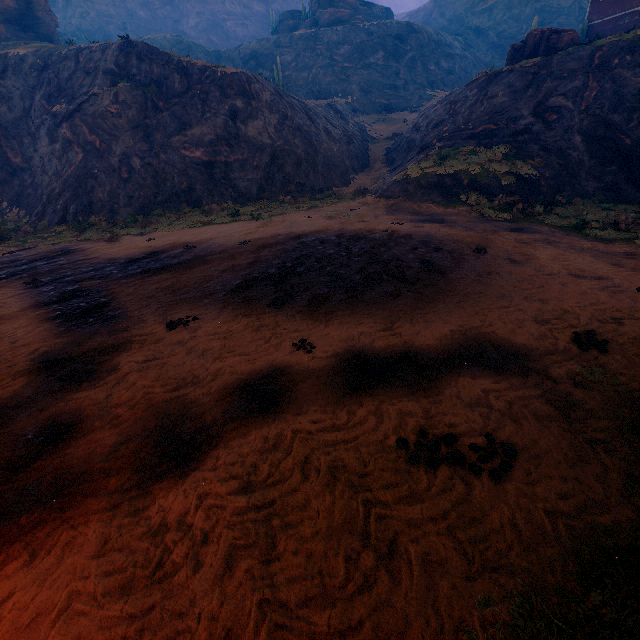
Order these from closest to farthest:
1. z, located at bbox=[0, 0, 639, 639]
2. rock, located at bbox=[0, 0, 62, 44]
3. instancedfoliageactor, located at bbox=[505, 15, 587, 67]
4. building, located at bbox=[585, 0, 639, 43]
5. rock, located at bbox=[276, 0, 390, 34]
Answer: z, located at bbox=[0, 0, 639, 639], instancedfoliageactor, located at bbox=[505, 15, 587, 67], building, located at bbox=[585, 0, 639, 43], rock, located at bbox=[0, 0, 62, 44], rock, located at bbox=[276, 0, 390, 34]

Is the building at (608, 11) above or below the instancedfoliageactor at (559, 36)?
above

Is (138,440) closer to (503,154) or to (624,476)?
(624,476)

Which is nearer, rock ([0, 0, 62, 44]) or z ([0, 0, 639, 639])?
z ([0, 0, 639, 639])

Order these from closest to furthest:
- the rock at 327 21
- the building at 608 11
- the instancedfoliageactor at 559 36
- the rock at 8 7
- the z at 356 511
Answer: the z at 356 511
the instancedfoliageactor at 559 36
the building at 608 11
the rock at 8 7
the rock at 327 21

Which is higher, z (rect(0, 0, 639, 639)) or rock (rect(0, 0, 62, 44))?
rock (rect(0, 0, 62, 44))

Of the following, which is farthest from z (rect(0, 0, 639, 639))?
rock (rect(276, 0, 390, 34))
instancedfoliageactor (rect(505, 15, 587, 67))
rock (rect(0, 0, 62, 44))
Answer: rock (rect(0, 0, 62, 44))

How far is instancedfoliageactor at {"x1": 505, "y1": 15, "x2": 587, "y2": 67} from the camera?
23.0 meters
